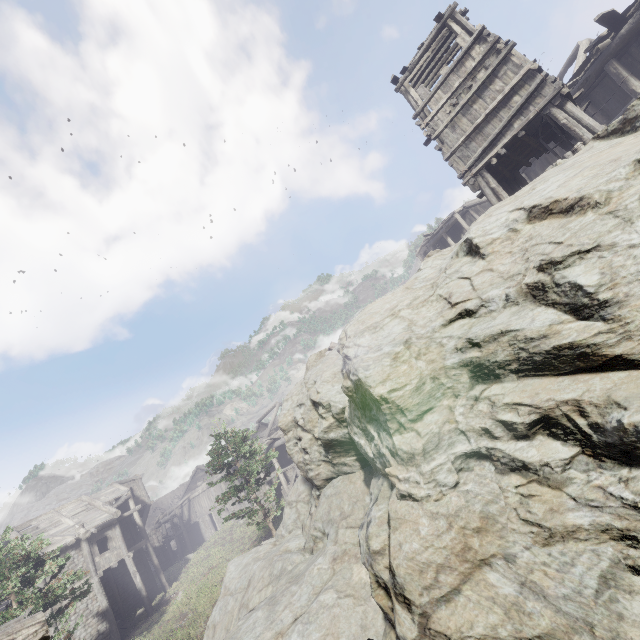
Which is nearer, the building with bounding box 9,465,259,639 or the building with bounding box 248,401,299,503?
the building with bounding box 9,465,259,639

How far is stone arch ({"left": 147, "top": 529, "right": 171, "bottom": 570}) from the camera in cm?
4000

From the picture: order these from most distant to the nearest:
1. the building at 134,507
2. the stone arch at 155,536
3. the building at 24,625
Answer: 1. the stone arch at 155,536
2. the building at 134,507
3. the building at 24,625

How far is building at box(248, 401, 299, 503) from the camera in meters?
28.1

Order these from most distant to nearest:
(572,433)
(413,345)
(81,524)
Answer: (81,524) < (413,345) < (572,433)

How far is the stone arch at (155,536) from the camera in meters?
40.0 m

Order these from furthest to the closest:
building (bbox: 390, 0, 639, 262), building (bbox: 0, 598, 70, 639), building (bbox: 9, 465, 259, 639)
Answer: building (bbox: 9, 465, 259, 639) < building (bbox: 390, 0, 639, 262) < building (bbox: 0, 598, 70, 639)

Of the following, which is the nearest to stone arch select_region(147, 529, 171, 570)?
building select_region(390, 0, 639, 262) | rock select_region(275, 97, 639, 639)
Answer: building select_region(390, 0, 639, 262)
